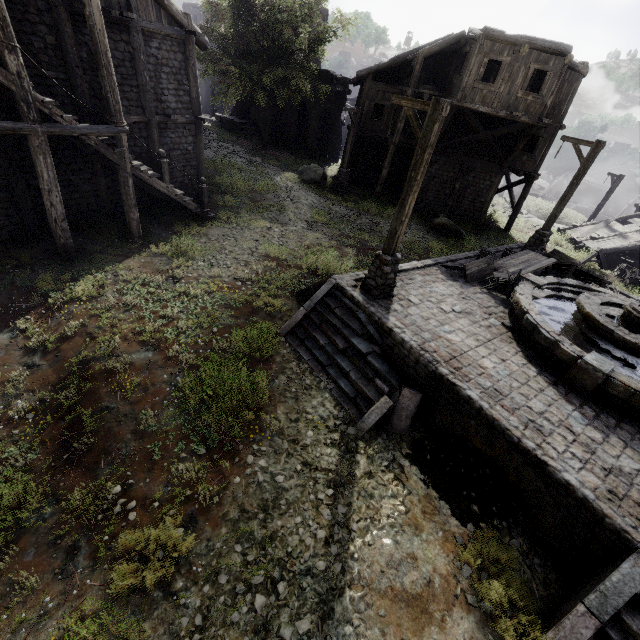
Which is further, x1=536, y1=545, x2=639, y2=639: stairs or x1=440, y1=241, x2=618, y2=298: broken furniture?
x1=440, y1=241, x2=618, y2=298: broken furniture

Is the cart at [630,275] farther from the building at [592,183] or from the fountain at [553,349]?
the fountain at [553,349]

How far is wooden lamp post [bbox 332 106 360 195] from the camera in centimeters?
1977cm

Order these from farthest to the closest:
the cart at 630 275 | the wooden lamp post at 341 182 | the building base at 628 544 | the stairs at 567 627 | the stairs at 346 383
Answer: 1. the wooden lamp post at 341 182
2. the cart at 630 275
3. the stairs at 346 383
4. the building base at 628 544
5. the stairs at 567 627

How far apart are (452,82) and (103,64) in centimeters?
1763cm

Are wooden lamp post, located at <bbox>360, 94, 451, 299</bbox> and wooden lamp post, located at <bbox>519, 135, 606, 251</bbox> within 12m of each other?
yes

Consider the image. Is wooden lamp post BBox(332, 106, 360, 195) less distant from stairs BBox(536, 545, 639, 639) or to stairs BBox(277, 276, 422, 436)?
stairs BBox(277, 276, 422, 436)

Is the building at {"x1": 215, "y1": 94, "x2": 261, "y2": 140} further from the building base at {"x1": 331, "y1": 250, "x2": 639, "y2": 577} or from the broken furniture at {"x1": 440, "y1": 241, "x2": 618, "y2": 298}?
the broken furniture at {"x1": 440, "y1": 241, "x2": 618, "y2": 298}
